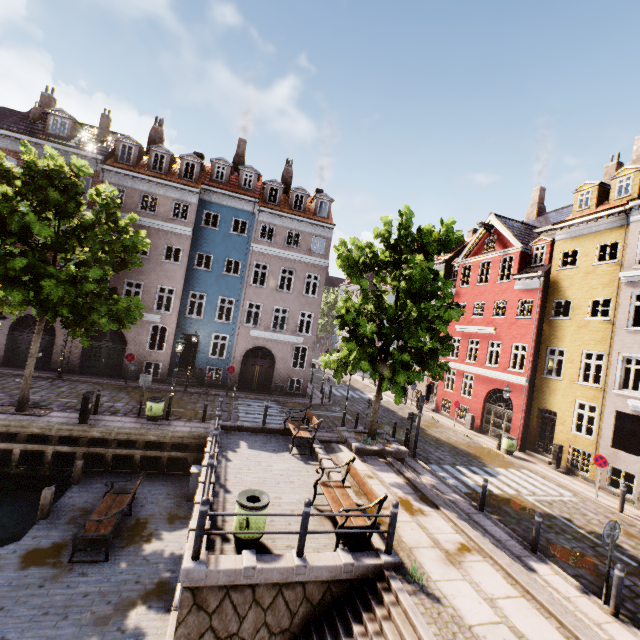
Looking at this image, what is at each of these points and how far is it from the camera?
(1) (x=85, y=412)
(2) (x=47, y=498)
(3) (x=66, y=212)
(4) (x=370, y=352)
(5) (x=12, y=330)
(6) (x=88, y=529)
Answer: (1) electrical box, 12.73m
(2) wooden post, 9.44m
(3) tree, 13.05m
(4) tree, 12.86m
(5) building, 19.78m
(6) bench, 8.39m

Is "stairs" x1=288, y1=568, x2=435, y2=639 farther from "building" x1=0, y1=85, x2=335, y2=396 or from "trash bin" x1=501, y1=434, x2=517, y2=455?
"building" x1=0, y1=85, x2=335, y2=396

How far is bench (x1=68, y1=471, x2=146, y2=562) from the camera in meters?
8.1

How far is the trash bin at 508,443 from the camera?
18.1 meters

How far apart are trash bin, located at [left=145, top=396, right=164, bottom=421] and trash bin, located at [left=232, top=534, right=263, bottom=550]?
8.8m

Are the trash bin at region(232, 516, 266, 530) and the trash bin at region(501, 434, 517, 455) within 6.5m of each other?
no

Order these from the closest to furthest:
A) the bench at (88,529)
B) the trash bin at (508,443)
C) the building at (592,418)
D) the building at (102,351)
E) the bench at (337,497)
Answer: the bench at (337,497)
the bench at (88,529)
the building at (592,418)
the trash bin at (508,443)
the building at (102,351)

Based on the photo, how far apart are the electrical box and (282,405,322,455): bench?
7.84m
